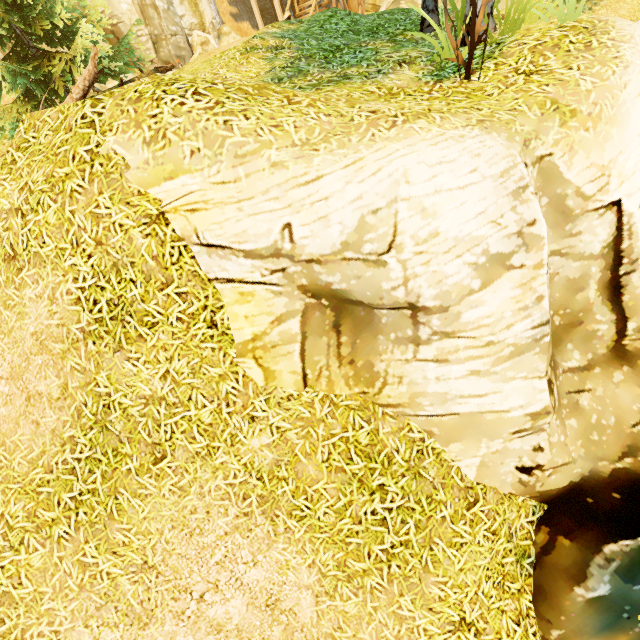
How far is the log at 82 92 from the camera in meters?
7.0 m

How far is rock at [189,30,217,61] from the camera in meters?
15.9 m

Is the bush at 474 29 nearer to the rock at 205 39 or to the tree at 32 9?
the tree at 32 9

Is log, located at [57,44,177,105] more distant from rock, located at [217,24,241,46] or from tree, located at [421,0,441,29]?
rock, located at [217,24,241,46]

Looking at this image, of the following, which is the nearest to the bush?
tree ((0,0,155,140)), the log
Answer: tree ((0,0,155,140))

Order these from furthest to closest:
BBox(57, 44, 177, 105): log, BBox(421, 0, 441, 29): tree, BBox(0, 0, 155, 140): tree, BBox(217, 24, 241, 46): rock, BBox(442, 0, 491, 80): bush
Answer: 1. BBox(217, 24, 241, 46): rock
2. BBox(0, 0, 155, 140): tree
3. BBox(57, 44, 177, 105): log
4. BBox(421, 0, 441, 29): tree
5. BBox(442, 0, 491, 80): bush

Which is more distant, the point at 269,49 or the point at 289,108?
the point at 269,49

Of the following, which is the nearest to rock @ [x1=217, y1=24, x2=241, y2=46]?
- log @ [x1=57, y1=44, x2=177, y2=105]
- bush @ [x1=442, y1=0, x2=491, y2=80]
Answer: log @ [x1=57, y1=44, x2=177, y2=105]
